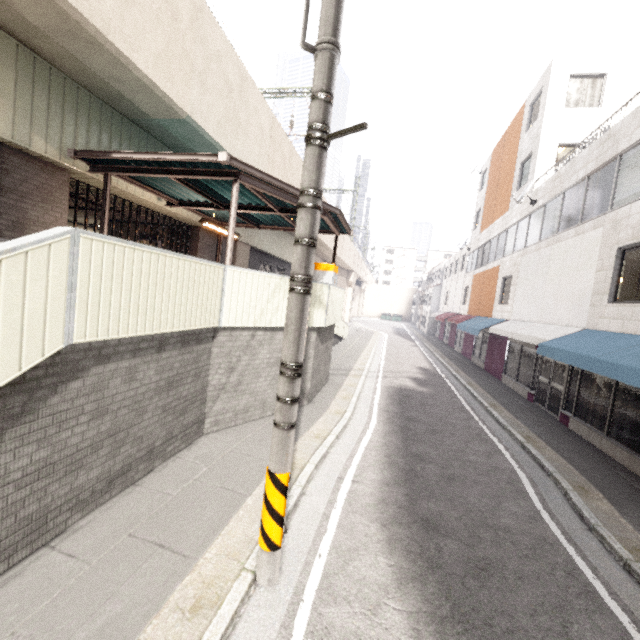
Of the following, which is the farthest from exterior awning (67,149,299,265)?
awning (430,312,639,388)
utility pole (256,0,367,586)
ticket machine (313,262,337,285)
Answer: awning (430,312,639,388)

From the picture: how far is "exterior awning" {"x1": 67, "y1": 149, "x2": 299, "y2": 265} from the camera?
6.5 meters

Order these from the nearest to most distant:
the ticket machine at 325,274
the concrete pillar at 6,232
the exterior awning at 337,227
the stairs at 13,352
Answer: the stairs at 13,352 < the concrete pillar at 6,232 < the exterior awning at 337,227 < the ticket machine at 325,274

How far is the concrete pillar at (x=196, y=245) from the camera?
12.7m

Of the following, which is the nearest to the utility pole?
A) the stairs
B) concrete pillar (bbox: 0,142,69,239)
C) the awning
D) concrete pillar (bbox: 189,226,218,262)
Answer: the stairs

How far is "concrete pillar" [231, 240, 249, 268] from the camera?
15.17m

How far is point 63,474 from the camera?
3.6m
